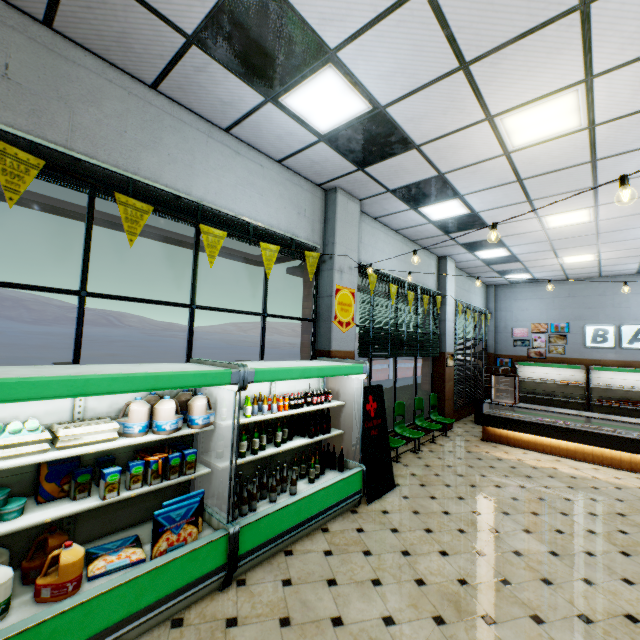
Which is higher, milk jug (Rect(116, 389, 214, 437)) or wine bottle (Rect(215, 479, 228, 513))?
milk jug (Rect(116, 389, 214, 437))

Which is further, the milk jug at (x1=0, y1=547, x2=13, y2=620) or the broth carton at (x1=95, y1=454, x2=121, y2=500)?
the broth carton at (x1=95, y1=454, x2=121, y2=500)

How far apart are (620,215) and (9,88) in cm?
898

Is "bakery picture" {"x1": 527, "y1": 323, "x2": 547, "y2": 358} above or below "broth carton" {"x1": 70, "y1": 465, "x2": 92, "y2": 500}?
above

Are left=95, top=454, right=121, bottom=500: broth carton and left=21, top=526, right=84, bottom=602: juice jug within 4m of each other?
yes

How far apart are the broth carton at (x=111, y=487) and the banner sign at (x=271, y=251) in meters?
2.0 m

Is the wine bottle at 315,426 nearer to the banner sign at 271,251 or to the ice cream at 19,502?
the banner sign at 271,251

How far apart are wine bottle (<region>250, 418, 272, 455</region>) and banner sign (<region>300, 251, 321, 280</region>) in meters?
1.9
